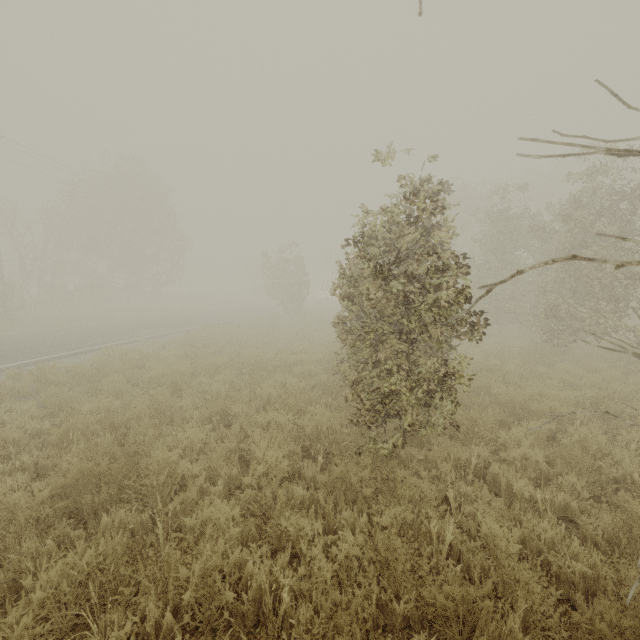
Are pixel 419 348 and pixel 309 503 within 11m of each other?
yes

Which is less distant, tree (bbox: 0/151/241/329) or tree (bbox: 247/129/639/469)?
tree (bbox: 247/129/639/469)

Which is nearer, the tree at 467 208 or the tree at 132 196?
the tree at 467 208
